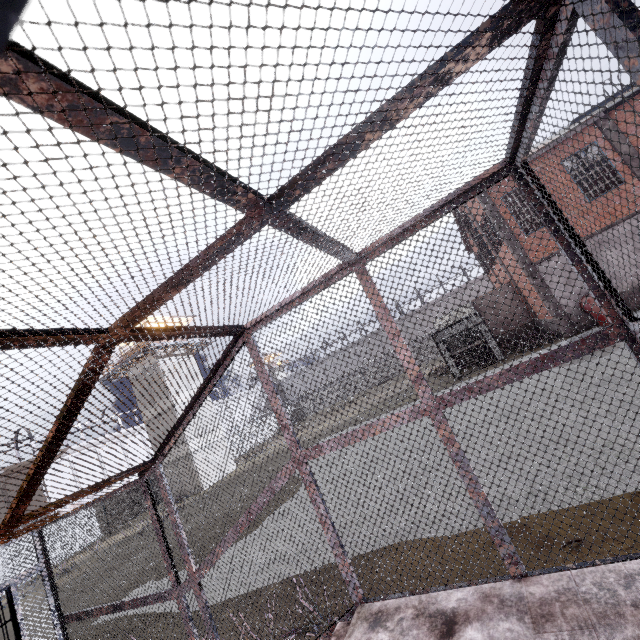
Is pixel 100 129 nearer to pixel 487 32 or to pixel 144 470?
pixel 487 32

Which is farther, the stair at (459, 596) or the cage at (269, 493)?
the stair at (459, 596)

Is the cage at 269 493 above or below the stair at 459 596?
above

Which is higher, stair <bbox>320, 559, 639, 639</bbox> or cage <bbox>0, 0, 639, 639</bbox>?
cage <bbox>0, 0, 639, 639</bbox>

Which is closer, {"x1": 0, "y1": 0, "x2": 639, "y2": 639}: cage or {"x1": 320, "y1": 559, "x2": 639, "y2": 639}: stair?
{"x1": 0, "y1": 0, "x2": 639, "y2": 639}: cage
